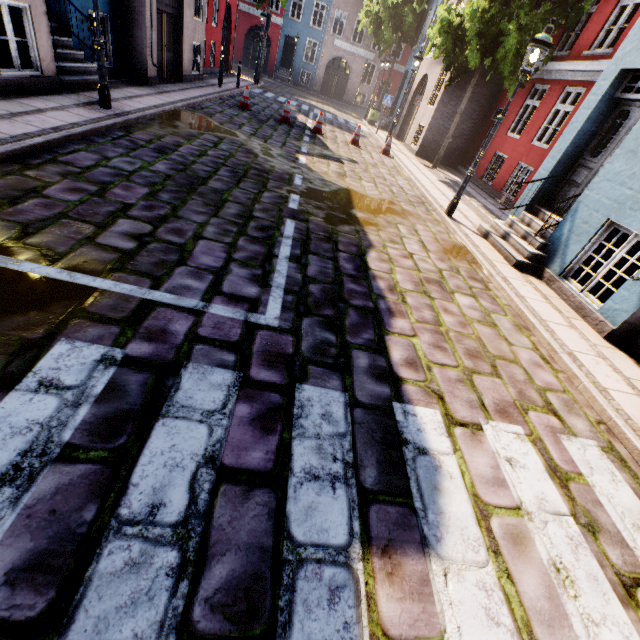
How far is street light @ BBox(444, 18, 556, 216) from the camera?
6.12m

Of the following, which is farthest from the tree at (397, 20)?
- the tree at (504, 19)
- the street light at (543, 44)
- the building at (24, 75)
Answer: the street light at (543, 44)

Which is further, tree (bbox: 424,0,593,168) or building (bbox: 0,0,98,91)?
tree (bbox: 424,0,593,168)

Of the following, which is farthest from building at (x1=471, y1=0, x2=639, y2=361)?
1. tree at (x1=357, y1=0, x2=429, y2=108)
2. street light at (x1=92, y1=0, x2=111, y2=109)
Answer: street light at (x1=92, y1=0, x2=111, y2=109)

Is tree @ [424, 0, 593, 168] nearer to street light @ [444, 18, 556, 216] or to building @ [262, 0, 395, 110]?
building @ [262, 0, 395, 110]

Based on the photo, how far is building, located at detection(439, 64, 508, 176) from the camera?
14.3m

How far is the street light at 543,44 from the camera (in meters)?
6.12

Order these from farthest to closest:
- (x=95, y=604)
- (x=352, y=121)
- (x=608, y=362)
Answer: (x=352, y=121) < (x=608, y=362) < (x=95, y=604)
